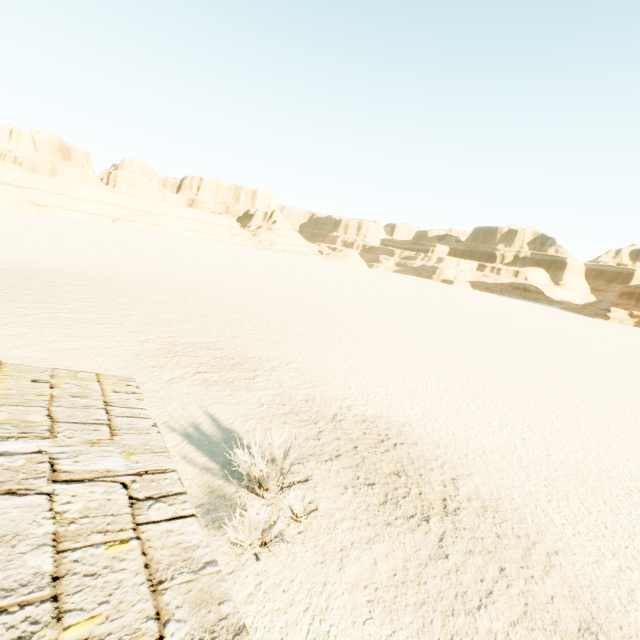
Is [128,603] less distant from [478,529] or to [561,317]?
[478,529]
